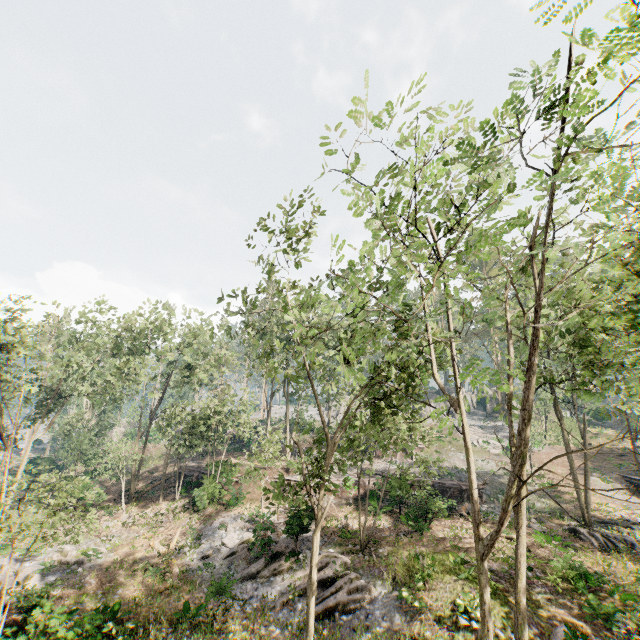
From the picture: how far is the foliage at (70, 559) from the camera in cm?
1917

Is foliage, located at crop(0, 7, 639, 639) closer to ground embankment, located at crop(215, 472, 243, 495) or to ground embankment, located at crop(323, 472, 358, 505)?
ground embankment, located at crop(215, 472, 243, 495)

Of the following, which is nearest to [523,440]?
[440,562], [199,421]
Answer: [440,562]

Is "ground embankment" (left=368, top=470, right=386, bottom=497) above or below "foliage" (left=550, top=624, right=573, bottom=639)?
above

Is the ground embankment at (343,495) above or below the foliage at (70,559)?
above

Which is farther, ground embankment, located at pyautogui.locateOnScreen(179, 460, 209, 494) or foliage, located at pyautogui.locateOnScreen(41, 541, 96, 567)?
ground embankment, located at pyautogui.locateOnScreen(179, 460, 209, 494)

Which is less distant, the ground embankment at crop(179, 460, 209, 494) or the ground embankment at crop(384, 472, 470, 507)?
the ground embankment at crop(384, 472, 470, 507)

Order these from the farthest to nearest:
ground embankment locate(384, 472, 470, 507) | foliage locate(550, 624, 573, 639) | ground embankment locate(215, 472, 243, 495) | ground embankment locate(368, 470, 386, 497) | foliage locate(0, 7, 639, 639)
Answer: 1. ground embankment locate(215, 472, 243, 495)
2. ground embankment locate(368, 470, 386, 497)
3. ground embankment locate(384, 472, 470, 507)
4. foliage locate(550, 624, 573, 639)
5. foliage locate(0, 7, 639, 639)
